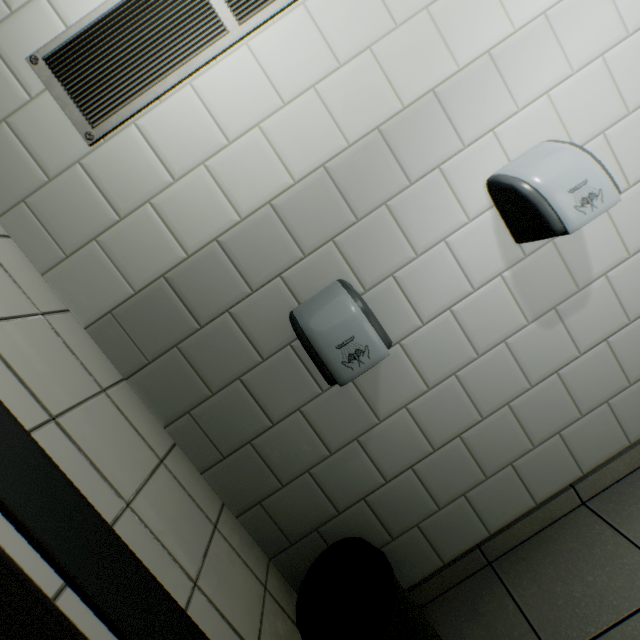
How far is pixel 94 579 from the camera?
0.7 meters

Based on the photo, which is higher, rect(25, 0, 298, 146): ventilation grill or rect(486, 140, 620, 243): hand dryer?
rect(25, 0, 298, 146): ventilation grill

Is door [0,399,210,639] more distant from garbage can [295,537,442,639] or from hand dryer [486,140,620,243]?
hand dryer [486,140,620,243]

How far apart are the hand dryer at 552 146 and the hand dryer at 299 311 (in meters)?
0.65

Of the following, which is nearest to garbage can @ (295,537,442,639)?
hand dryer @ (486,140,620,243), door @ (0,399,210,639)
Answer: door @ (0,399,210,639)

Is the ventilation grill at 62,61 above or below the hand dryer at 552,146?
above

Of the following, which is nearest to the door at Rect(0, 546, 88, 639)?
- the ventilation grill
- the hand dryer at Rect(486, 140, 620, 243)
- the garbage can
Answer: the garbage can

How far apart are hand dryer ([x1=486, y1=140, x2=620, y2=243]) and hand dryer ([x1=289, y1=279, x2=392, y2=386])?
0.7 meters
